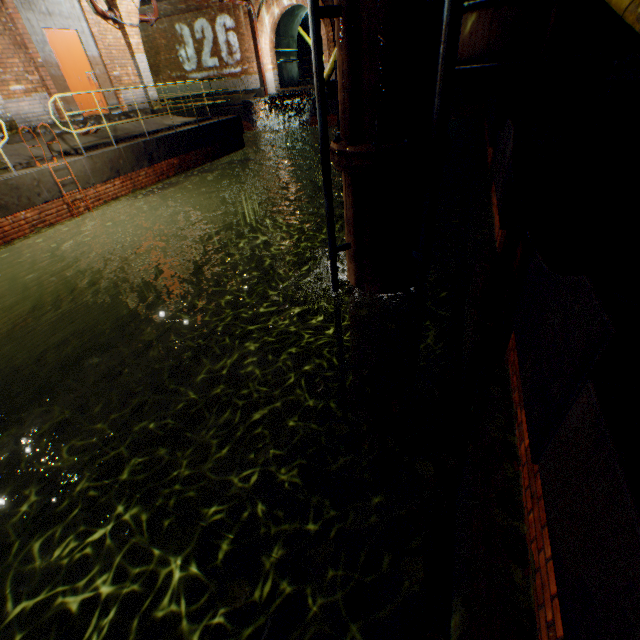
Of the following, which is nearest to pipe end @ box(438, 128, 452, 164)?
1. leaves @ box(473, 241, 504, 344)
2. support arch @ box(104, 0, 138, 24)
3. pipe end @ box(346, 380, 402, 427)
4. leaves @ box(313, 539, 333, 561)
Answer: leaves @ box(473, 241, 504, 344)

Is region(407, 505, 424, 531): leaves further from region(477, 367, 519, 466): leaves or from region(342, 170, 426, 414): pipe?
region(342, 170, 426, 414): pipe

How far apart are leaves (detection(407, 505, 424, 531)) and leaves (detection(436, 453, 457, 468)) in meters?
0.2

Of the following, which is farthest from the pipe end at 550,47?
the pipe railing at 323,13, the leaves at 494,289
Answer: the pipe railing at 323,13

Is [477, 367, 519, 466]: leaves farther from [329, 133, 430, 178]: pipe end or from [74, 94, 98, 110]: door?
[74, 94, 98, 110]: door

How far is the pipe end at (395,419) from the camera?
5.6m

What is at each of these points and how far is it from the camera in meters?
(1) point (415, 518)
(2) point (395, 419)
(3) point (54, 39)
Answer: (1) leaves, 2.1
(2) pipe end, 5.6
(3) door, 9.1

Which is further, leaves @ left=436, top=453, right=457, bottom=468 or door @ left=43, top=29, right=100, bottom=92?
door @ left=43, top=29, right=100, bottom=92
